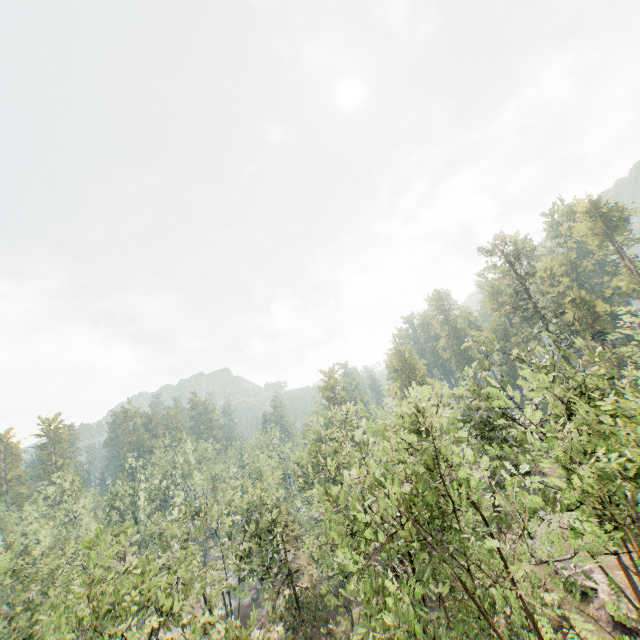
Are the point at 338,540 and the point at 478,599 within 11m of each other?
yes

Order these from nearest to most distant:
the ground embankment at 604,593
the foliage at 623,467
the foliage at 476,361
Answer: the foliage at 623,467 → the ground embankment at 604,593 → the foliage at 476,361

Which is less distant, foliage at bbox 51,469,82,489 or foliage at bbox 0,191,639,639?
foliage at bbox 0,191,639,639

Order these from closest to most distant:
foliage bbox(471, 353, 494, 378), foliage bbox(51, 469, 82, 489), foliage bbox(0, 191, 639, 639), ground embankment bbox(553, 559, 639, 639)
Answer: foliage bbox(0, 191, 639, 639), ground embankment bbox(553, 559, 639, 639), foliage bbox(471, 353, 494, 378), foliage bbox(51, 469, 82, 489)

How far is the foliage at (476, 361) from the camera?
26.9 meters

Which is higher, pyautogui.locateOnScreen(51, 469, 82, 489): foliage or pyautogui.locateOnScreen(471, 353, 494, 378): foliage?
pyautogui.locateOnScreen(51, 469, 82, 489): foliage

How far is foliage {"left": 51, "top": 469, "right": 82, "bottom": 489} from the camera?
46.7 meters
